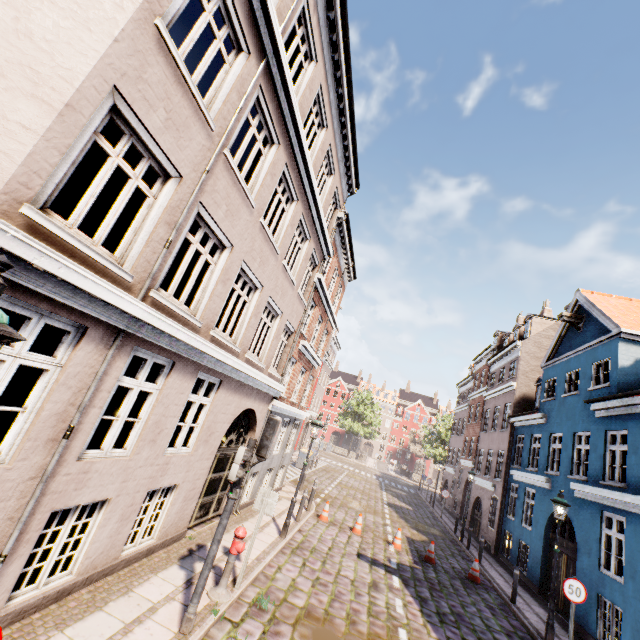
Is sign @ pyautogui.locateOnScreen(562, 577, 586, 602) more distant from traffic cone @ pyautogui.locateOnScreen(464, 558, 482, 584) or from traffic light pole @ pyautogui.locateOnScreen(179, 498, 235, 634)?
traffic light pole @ pyautogui.locateOnScreen(179, 498, 235, 634)

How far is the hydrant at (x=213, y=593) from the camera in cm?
605

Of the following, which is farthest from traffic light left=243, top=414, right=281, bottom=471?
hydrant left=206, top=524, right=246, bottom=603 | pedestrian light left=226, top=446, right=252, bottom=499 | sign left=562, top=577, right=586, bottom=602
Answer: sign left=562, top=577, right=586, bottom=602

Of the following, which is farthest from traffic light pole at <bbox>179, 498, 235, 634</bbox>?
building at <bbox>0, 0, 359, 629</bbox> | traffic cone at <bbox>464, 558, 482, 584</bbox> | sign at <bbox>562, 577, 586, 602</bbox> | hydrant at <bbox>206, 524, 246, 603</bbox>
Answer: traffic cone at <bbox>464, 558, 482, 584</bbox>

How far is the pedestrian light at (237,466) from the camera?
5.4 meters

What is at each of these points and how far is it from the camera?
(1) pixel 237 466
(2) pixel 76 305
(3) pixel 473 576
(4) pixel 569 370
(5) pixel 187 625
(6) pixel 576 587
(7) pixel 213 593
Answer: (1) pedestrian light, 5.4 meters
(2) building, 3.9 meters
(3) traffic cone, 12.3 meters
(4) building, 14.9 meters
(5) traffic light pole, 5.0 meters
(6) sign, 8.3 meters
(7) hydrant, 6.1 meters

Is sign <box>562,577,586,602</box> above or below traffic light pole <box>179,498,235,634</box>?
above

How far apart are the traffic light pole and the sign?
9.1m
